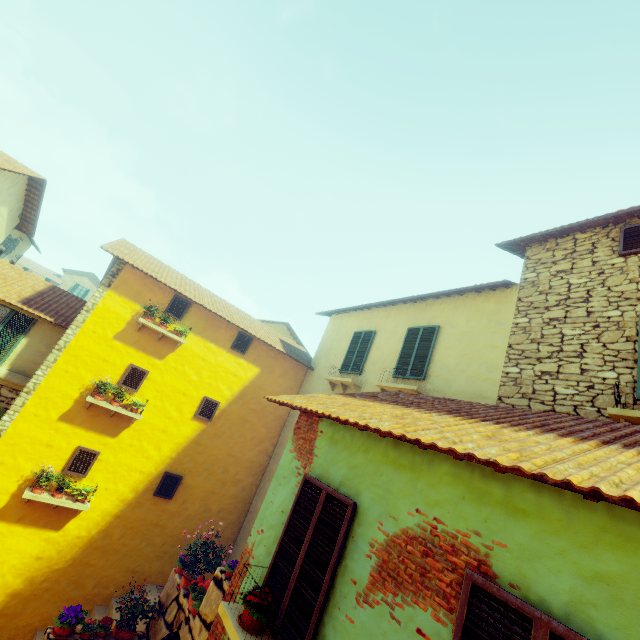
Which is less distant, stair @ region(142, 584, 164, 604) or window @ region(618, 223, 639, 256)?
window @ region(618, 223, 639, 256)

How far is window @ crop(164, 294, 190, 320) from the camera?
10.4 meters

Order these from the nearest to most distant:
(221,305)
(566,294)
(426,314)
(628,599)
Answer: (628,599) → (566,294) → (426,314) → (221,305)

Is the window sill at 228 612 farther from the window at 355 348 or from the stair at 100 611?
the window at 355 348

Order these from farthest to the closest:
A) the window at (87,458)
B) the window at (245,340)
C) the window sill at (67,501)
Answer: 1. the window at (245,340)
2. the window at (87,458)
3. the window sill at (67,501)

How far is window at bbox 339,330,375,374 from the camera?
10.8 meters

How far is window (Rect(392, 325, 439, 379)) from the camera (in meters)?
8.73

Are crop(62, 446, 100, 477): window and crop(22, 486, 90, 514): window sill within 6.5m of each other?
yes
